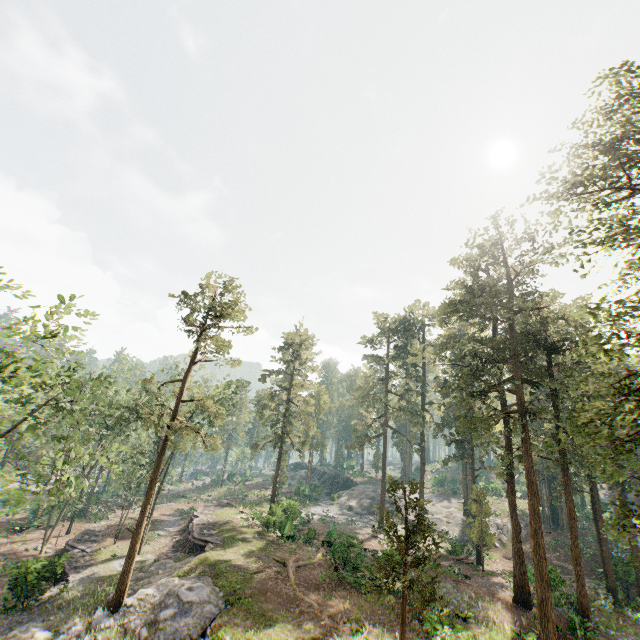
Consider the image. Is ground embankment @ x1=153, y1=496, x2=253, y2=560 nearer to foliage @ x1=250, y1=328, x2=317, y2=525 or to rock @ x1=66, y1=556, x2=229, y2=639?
rock @ x1=66, y1=556, x2=229, y2=639

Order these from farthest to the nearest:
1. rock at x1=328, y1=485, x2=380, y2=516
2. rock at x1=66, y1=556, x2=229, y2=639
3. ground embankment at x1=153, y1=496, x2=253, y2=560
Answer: rock at x1=328, y1=485, x2=380, y2=516 → ground embankment at x1=153, y1=496, x2=253, y2=560 → rock at x1=66, y1=556, x2=229, y2=639

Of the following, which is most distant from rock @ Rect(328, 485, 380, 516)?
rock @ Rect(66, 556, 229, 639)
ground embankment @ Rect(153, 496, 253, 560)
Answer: rock @ Rect(66, 556, 229, 639)

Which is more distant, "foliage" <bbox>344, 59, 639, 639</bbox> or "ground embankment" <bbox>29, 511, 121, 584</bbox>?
"ground embankment" <bbox>29, 511, 121, 584</bbox>

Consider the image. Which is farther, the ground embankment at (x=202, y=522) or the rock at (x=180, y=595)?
the ground embankment at (x=202, y=522)

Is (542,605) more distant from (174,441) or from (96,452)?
(96,452)

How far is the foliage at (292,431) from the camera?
38.84m

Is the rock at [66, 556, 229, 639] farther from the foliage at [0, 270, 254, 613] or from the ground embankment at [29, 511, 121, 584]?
the ground embankment at [29, 511, 121, 584]
